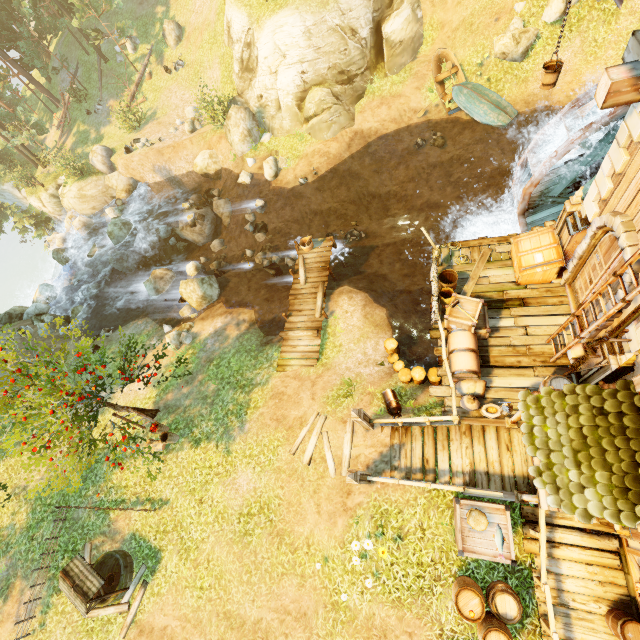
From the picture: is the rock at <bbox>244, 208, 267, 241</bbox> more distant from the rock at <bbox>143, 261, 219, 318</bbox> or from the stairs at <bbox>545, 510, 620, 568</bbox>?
the stairs at <bbox>545, 510, 620, 568</bbox>

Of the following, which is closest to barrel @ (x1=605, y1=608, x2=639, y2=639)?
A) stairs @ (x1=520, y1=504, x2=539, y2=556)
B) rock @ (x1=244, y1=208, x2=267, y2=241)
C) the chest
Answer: stairs @ (x1=520, y1=504, x2=539, y2=556)

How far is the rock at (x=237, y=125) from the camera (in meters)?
20.83

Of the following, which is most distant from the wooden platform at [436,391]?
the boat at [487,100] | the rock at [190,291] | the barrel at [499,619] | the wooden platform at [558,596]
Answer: the rock at [190,291]

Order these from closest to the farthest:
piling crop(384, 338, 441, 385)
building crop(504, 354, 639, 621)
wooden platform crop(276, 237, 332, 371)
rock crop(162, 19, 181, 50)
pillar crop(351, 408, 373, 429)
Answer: building crop(504, 354, 639, 621) < pillar crop(351, 408, 373, 429) < piling crop(384, 338, 441, 385) < wooden platform crop(276, 237, 332, 371) < rock crop(162, 19, 181, 50)

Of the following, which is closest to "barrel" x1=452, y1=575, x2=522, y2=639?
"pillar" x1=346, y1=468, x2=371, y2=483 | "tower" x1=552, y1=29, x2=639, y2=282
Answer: "pillar" x1=346, y1=468, x2=371, y2=483

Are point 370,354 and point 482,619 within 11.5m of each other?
yes

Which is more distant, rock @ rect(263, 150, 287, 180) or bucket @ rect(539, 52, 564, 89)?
rock @ rect(263, 150, 287, 180)
